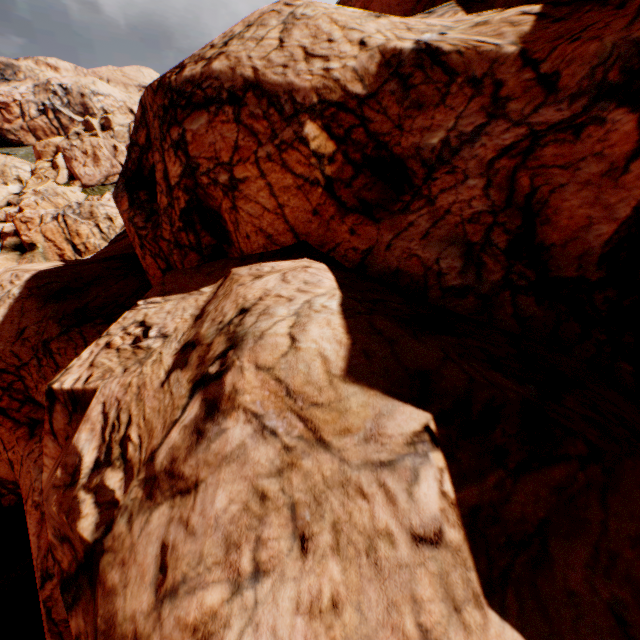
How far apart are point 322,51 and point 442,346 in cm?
808
